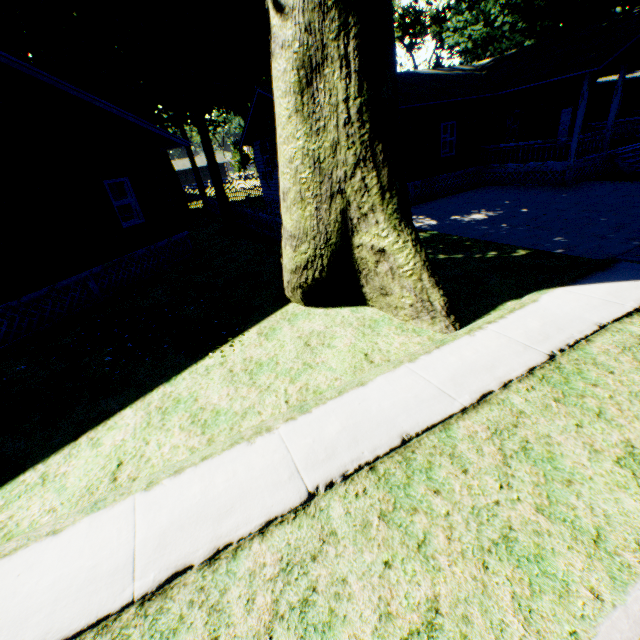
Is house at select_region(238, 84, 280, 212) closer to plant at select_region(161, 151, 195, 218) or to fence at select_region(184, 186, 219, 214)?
fence at select_region(184, 186, 219, 214)

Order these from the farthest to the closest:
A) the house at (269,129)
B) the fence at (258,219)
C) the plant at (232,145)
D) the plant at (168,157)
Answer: the plant at (232,145) < the plant at (168,157) < the house at (269,129) < the fence at (258,219)

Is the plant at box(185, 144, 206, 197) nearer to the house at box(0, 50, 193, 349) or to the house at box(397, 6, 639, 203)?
the house at box(0, 50, 193, 349)

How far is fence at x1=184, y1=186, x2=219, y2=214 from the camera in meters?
26.1 m

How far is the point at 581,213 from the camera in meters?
11.0

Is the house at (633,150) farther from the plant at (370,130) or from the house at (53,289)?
the house at (53,289)

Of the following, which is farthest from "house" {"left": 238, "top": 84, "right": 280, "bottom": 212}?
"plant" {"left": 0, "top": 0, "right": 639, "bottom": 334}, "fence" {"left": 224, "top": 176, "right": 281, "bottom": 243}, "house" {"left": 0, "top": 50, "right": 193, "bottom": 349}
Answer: "house" {"left": 0, "top": 50, "right": 193, "bottom": 349}

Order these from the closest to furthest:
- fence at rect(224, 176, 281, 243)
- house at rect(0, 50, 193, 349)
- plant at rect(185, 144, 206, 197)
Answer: house at rect(0, 50, 193, 349) → fence at rect(224, 176, 281, 243) → plant at rect(185, 144, 206, 197)
